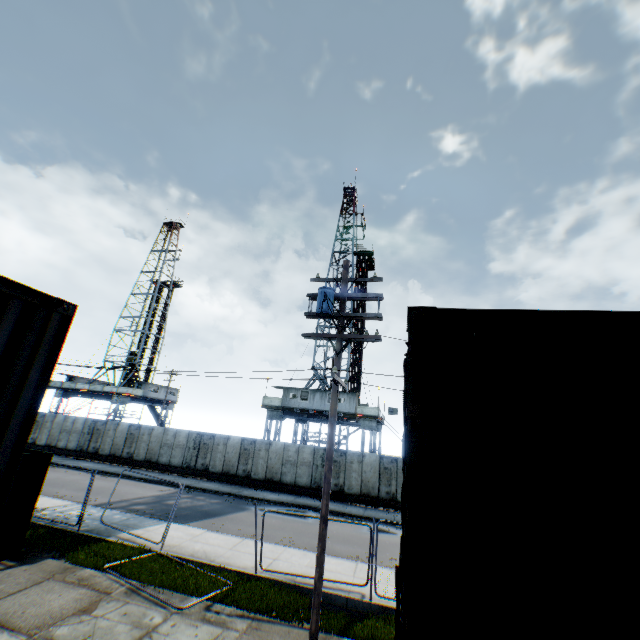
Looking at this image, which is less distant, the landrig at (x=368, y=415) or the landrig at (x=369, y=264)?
the landrig at (x=368, y=415)

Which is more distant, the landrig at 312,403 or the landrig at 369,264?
the landrig at 369,264

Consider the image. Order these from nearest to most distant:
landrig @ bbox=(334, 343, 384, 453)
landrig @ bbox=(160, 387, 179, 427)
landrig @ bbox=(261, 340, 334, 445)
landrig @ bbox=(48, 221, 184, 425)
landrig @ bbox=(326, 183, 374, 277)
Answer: landrig @ bbox=(334, 343, 384, 453) < landrig @ bbox=(261, 340, 334, 445) < landrig @ bbox=(326, 183, 374, 277) < landrig @ bbox=(48, 221, 184, 425) < landrig @ bbox=(160, 387, 179, 427)

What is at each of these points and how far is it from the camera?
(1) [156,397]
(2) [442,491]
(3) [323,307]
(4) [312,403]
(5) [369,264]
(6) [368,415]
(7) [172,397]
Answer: (1) landrig, 43.7m
(2) storage container, 2.7m
(3) street light, 9.2m
(4) landrig, 29.2m
(5) landrig, 40.9m
(6) landrig, 29.0m
(7) landrig, 46.8m

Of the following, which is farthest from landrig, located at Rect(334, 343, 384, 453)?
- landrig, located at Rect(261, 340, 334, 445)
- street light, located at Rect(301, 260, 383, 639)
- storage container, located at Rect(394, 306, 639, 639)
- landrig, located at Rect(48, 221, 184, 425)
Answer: storage container, located at Rect(394, 306, 639, 639)

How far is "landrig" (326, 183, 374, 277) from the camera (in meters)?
38.38

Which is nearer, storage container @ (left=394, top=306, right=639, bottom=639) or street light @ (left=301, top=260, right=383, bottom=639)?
storage container @ (left=394, top=306, right=639, bottom=639)

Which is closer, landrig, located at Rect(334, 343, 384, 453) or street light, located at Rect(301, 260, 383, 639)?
street light, located at Rect(301, 260, 383, 639)
